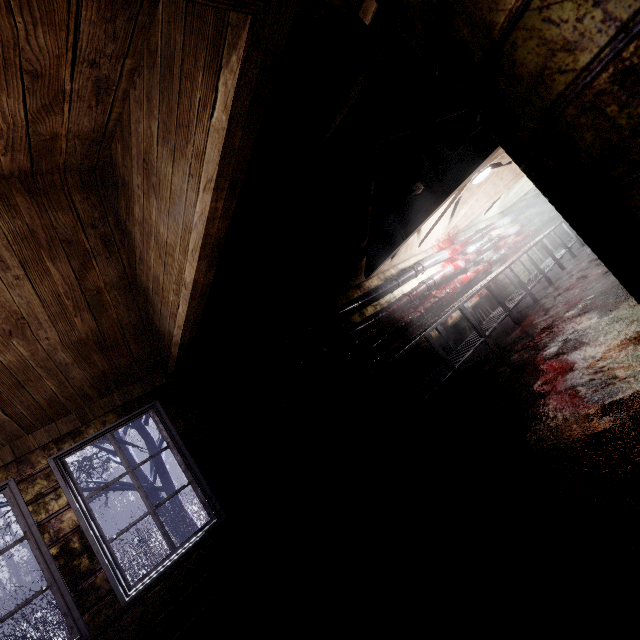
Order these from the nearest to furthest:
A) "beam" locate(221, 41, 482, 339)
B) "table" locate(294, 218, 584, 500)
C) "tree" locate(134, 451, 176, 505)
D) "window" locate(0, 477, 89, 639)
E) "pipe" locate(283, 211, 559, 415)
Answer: "beam" locate(221, 41, 482, 339) < "window" locate(0, 477, 89, 639) < "table" locate(294, 218, 584, 500) < "pipe" locate(283, 211, 559, 415) < "tree" locate(134, 451, 176, 505)

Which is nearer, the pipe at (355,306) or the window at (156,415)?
the window at (156,415)

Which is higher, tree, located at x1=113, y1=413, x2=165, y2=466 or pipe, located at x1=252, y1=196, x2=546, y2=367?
tree, located at x1=113, y1=413, x2=165, y2=466

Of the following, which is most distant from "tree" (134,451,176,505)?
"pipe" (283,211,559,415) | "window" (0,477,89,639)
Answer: "pipe" (283,211,559,415)

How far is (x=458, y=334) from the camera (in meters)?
5.66

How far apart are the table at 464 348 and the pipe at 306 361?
0.4 meters

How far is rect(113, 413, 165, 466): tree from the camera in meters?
5.5 m

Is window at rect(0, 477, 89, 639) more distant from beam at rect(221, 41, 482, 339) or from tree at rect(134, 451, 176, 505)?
beam at rect(221, 41, 482, 339)
